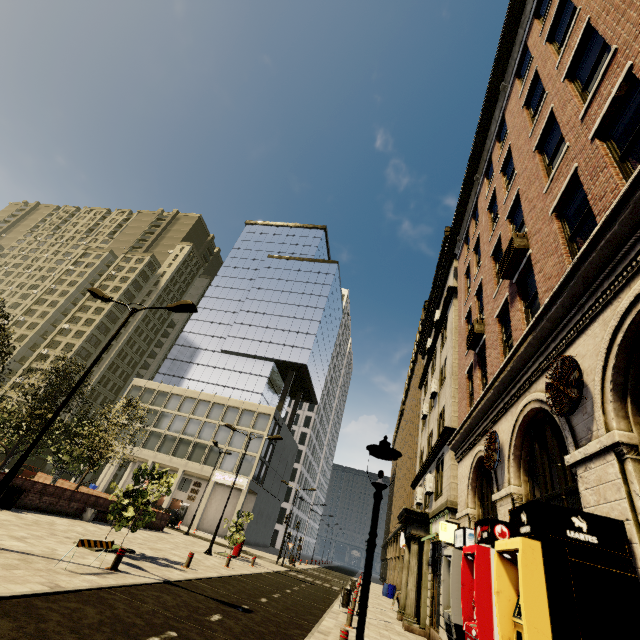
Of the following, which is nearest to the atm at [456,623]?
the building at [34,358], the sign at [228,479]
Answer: the sign at [228,479]

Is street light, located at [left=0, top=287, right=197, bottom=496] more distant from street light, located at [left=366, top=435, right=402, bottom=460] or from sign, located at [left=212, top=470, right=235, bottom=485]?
sign, located at [left=212, top=470, right=235, bottom=485]

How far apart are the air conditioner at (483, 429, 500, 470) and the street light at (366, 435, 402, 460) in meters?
6.6 m

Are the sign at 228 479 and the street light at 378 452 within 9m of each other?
no

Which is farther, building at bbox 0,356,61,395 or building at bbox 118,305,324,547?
building at bbox 0,356,61,395

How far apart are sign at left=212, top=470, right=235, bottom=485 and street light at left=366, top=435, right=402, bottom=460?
44.2 meters

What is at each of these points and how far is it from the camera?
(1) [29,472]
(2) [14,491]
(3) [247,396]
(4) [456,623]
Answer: (1) car, 36.0 meters
(2) trash bin, 14.3 meters
(3) building, 51.5 meters
(4) atm, 6.4 meters

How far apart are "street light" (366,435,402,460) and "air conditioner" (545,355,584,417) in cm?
380
